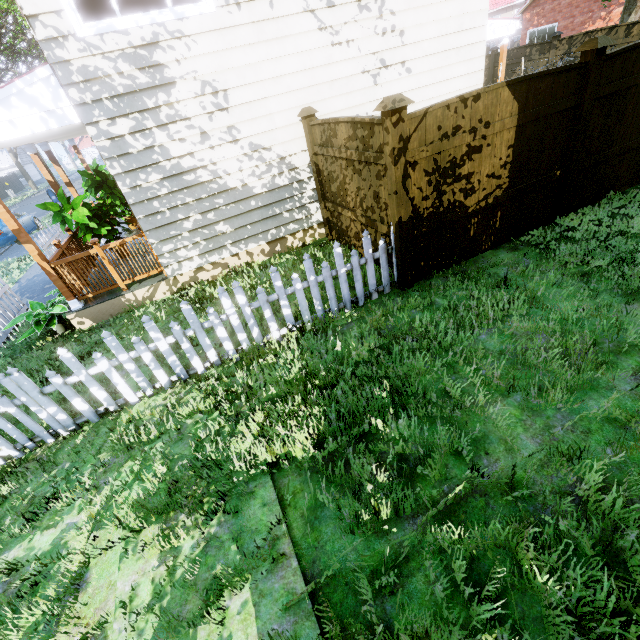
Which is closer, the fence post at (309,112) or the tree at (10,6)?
the fence post at (309,112)

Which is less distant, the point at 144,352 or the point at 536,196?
the point at 144,352

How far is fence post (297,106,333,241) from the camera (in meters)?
5.82

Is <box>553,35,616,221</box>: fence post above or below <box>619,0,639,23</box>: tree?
below

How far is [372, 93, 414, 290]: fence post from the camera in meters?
3.7

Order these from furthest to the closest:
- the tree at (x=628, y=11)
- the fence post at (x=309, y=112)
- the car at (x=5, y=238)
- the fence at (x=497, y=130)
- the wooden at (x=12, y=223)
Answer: the car at (x=5, y=238), the tree at (x=628, y=11), the fence post at (x=309, y=112), the wooden at (x=12, y=223), the fence at (x=497, y=130)

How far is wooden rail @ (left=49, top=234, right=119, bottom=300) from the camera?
5.9m

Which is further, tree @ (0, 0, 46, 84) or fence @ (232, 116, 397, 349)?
tree @ (0, 0, 46, 84)
